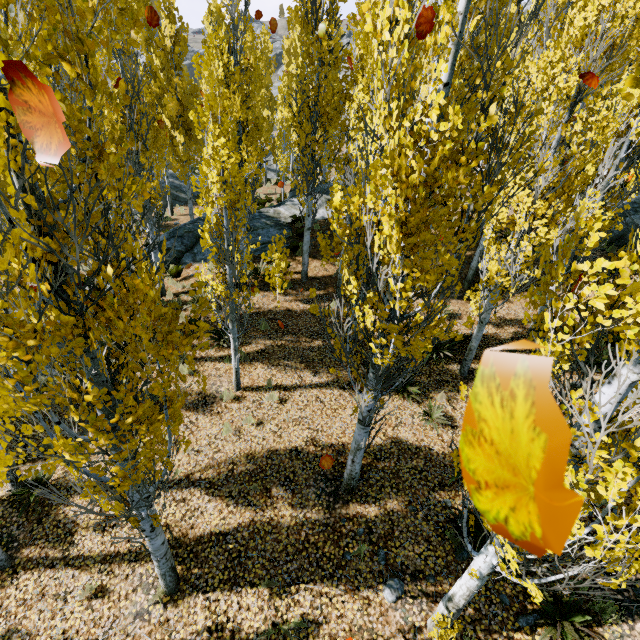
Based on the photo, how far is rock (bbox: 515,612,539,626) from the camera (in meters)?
4.96

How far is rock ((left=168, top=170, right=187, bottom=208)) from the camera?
25.4m

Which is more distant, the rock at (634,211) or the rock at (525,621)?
the rock at (634,211)

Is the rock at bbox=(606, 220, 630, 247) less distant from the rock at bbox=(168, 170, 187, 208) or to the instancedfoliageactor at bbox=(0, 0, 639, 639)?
the instancedfoliageactor at bbox=(0, 0, 639, 639)

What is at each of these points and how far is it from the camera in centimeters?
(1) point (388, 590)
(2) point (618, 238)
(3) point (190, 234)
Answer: (1) rock, 541cm
(2) rock, 1380cm
(3) rock, 1538cm

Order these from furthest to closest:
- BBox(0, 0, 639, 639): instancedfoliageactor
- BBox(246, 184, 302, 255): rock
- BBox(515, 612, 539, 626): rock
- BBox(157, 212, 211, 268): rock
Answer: BBox(246, 184, 302, 255): rock → BBox(157, 212, 211, 268): rock → BBox(515, 612, 539, 626): rock → BBox(0, 0, 639, 639): instancedfoliageactor

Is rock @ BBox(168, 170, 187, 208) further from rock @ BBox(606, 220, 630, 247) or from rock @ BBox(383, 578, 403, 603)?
rock @ BBox(383, 578, 403, 603)

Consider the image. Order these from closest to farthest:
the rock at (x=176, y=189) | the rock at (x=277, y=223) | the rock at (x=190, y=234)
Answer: the rock at (x=190, y=234) < the rock at (x=277, y=223) < the rock at (x=176, y=189)
